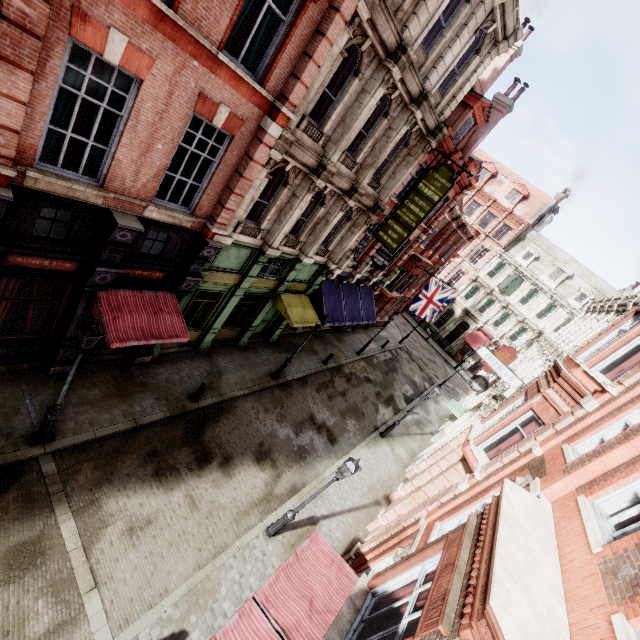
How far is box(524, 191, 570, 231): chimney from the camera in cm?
3924

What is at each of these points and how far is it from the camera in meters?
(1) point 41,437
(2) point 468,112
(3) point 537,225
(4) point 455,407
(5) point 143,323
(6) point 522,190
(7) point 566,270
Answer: (1) street light, 8.9
(2) roof window, 16.4
(3) chimney, 41.6
(4) awning, 22.9
(5) awning, 10.0
(6) roof window, 40.1
(7) roof window, 37.9

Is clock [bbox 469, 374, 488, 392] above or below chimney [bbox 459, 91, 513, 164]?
below

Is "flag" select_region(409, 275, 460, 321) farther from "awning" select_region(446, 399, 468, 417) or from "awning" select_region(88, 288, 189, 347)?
"awning" select_region(88, 288, 189, 347)

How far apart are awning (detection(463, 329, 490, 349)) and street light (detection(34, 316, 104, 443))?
41.0m

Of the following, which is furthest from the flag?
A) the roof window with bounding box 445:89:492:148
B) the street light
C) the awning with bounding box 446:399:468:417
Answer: the street light

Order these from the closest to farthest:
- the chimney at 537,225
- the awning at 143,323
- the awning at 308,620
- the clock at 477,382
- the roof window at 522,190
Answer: the awning at 308,620 < the awning at 143,323 < the clock at 477,382 < the chimney at 537,225 < the roof window at 522,190

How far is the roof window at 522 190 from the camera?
40.0m
